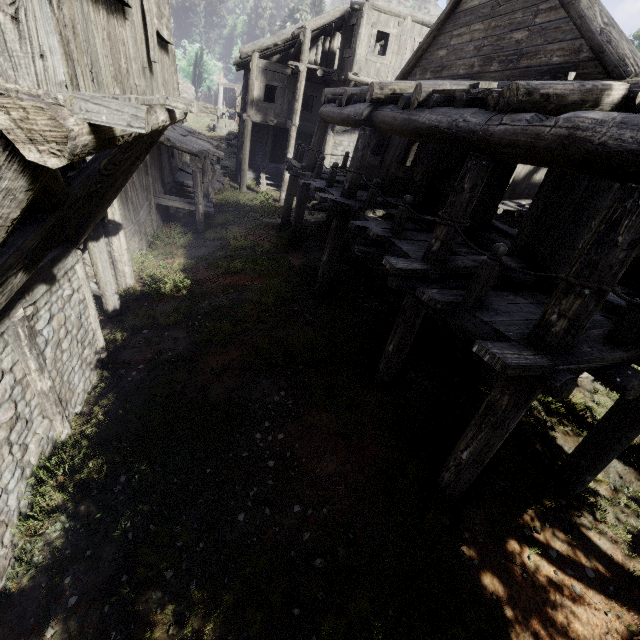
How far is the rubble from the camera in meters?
29.6 m

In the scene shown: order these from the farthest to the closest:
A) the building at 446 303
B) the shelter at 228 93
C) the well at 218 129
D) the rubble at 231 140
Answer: the shelter at 228 93
the well at 218 129
the rubble at 231 140
the building at 446 303

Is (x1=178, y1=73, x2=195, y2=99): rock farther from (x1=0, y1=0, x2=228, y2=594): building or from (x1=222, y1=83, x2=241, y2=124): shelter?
(x1=0, y1=0, x2=228, y2=594): building

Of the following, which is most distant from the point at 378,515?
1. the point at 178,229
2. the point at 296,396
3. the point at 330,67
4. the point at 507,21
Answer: the point at 330,67

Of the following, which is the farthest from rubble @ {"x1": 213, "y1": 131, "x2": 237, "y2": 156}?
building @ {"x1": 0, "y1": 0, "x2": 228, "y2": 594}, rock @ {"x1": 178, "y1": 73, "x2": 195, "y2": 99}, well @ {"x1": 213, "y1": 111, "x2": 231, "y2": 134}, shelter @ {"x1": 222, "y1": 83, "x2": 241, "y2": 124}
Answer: rock @ {"x1": 178, "y1": 73, "x2": 195, "y2": 99}

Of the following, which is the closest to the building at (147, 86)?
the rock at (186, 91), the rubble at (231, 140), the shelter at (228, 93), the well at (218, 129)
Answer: the rubble at (231, 140)

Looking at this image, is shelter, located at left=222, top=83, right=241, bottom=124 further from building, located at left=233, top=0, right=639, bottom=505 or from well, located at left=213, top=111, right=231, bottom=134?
building, located at left=233, top=0, right=639, bottom=505

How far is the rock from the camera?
49.13m
